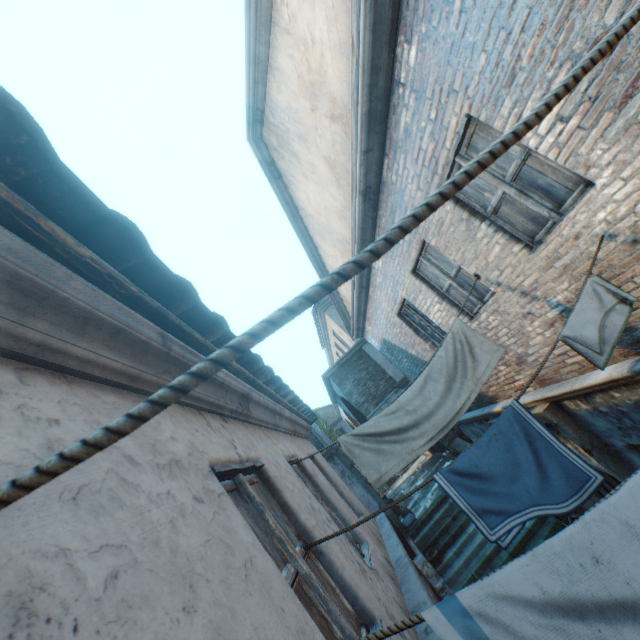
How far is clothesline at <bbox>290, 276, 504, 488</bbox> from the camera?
3.78m

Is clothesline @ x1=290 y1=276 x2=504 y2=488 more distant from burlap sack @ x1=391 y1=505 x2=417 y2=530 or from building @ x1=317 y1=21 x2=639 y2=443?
burlap sack @ x1=391 y1=505 x2=417 y2=530

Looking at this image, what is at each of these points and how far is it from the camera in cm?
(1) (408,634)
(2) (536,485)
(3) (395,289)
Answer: (1) building, 243
(2) clothesline, 221
(3) building, 682

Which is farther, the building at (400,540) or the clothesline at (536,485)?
the clothesline at (536,485)

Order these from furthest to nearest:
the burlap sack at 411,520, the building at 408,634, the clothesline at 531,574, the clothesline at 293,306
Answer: the burlap sack at 411,520 < the building at 408,634 < the clothesline at 531,574 < the clothesline at 293,306

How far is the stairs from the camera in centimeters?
886cm

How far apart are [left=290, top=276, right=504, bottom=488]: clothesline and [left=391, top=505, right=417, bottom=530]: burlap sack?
10.0 meters

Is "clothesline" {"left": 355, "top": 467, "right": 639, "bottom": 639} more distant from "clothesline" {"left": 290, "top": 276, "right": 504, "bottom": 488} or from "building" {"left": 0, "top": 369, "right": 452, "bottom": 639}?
"clothesline" {"left": 290, "top": 276, "right": 504, "bottom": 488}
